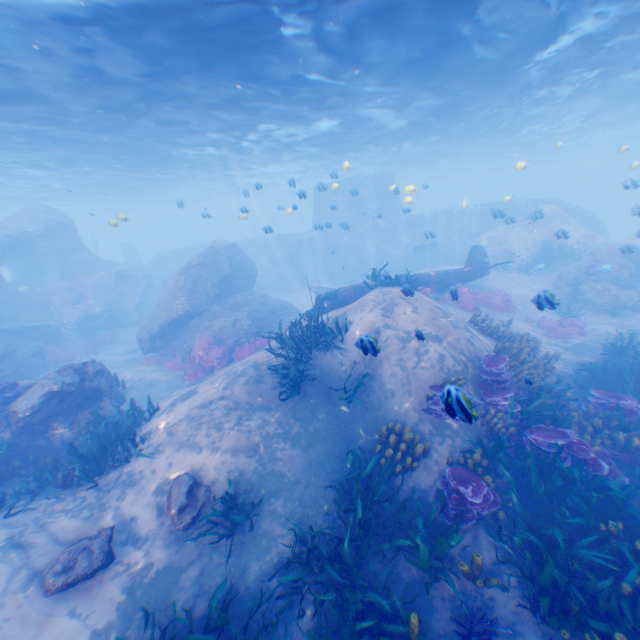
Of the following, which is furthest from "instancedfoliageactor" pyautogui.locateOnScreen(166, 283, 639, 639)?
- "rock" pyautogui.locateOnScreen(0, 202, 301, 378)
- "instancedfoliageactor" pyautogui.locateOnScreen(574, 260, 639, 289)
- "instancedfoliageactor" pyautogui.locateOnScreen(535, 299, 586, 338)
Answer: "instancedfoliageactor" pyautogui.locateOnScreen(574, 260, 639, 289)

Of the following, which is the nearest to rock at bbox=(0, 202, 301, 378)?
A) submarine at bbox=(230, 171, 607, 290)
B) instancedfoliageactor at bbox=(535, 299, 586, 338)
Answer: submarine at bbox=(230, 171, 607, 290)

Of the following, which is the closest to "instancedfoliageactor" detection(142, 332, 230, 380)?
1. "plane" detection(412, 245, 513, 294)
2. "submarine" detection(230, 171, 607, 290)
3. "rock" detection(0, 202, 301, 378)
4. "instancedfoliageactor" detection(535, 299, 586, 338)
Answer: "rock" detection(0, 202, 301, 378)

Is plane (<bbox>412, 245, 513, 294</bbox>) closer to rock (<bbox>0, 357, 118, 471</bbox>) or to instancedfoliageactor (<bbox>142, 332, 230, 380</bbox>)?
rock (<bbox>0, 357, 118, 471</bbox>)

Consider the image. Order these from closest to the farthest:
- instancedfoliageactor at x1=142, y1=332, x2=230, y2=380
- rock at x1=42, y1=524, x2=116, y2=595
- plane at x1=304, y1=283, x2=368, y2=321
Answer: rock at x1=42, y1=524, x2=116, y2=595 → plane at x1=304, y1=283, x2=368, y2=321 → instancedfoliageactor at x1=142, y1=332, x2=230, y2=380

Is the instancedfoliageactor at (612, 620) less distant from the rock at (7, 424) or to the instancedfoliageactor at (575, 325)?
the rock at (7, 424)

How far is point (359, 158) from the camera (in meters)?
34.06

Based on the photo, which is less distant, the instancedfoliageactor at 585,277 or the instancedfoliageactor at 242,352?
the instancedfoliageactor at 242,352
